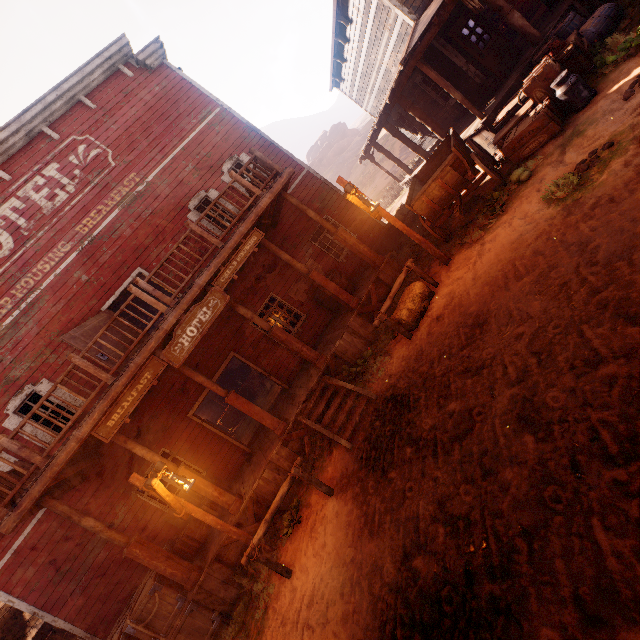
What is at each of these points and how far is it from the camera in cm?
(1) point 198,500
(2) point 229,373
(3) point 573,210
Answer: (1) wooden box, 862
(2) bar shelf, 2194
(3) z, 486

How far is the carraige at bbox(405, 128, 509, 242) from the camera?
7.1m

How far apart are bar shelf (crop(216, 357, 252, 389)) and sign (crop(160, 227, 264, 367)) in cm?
1443

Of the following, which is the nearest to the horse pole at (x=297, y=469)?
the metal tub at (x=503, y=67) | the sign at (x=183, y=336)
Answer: A: the sign at (x=183, y=336)

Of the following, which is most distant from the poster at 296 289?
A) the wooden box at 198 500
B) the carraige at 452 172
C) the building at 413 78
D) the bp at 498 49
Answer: the bp at 498 49

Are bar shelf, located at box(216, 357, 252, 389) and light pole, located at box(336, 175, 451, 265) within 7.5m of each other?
no

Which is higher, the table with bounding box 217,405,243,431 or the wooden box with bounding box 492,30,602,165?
the table with bounding box 217,405,243,431

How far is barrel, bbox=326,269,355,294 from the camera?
10.9m
